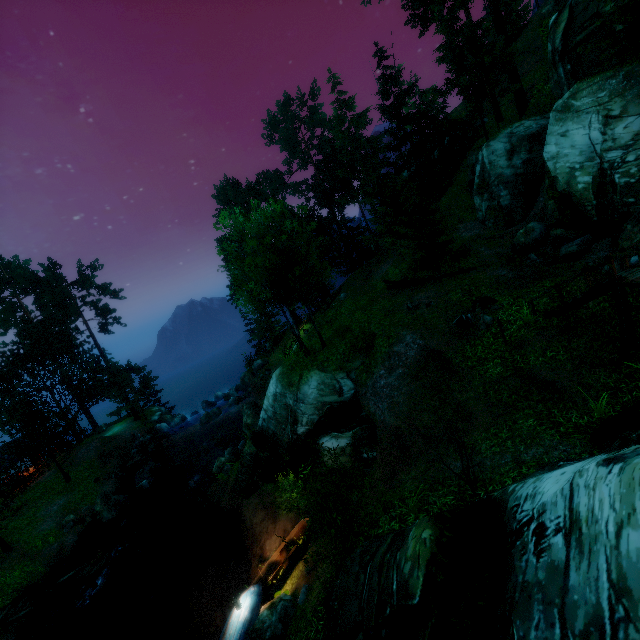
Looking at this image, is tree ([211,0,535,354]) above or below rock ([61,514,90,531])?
above

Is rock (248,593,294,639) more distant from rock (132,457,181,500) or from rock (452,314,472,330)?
rock (132,457,181,500)

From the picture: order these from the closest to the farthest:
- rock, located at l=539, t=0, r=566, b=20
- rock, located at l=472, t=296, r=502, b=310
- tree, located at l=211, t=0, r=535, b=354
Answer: rock, located at l=472, t=296, r=502, b=310, tree, located at l=211, t=0, r=535, b=354, rock, located at l=539, t=0, r=566, b=20

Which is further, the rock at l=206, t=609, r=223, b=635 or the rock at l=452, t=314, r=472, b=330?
the rock at l=452, t=314, r=472, b=330

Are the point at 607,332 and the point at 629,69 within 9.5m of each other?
no

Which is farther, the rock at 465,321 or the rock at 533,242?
the rock at 533,242

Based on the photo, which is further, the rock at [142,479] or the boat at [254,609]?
the rock at [142,479]

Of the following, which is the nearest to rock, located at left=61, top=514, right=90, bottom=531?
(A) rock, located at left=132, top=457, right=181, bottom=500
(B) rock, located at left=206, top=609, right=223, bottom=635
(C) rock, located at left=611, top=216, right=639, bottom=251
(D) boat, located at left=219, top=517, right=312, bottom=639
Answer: (A) rock, located at left=132, top=457, right=181, bottom=500
